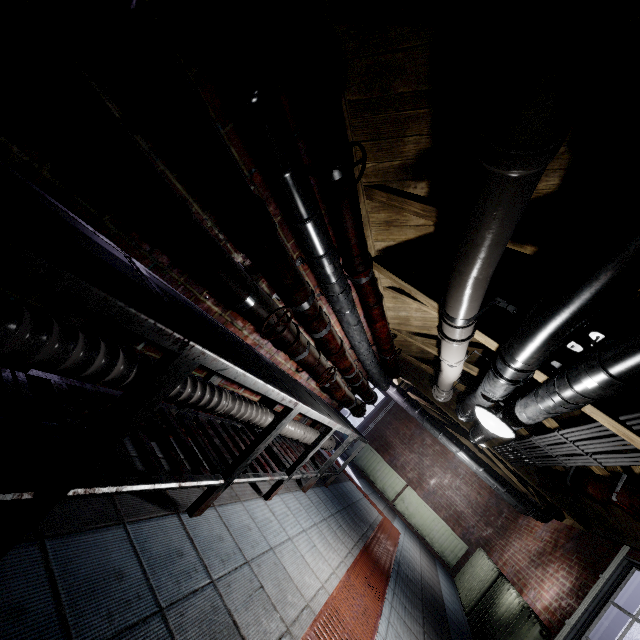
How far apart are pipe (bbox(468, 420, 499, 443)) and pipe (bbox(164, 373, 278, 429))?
1.4m

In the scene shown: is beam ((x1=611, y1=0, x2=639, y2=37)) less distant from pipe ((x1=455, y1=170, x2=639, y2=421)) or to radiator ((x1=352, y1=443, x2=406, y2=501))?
pipe ((x1=455, y1=170, x2=639, y2=421))

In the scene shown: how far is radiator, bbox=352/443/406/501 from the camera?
7.5m

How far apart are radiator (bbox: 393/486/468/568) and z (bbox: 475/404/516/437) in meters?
5.6

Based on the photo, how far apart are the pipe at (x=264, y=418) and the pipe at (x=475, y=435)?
1.4m

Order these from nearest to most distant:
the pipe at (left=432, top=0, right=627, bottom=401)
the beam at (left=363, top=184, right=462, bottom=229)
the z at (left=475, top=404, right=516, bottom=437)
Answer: the pipe at (left=432, top=0, right=627, bottom=401) → the beam at (left=363, top=184, right=462, bottom=229) → the z at (left=475, top=404, right=516, bottom=437)

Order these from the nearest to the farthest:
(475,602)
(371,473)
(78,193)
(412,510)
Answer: (78,193) → (475,602) → (412,510) → (371,473)

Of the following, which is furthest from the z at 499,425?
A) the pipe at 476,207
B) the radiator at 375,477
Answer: the radiator at 375,477
